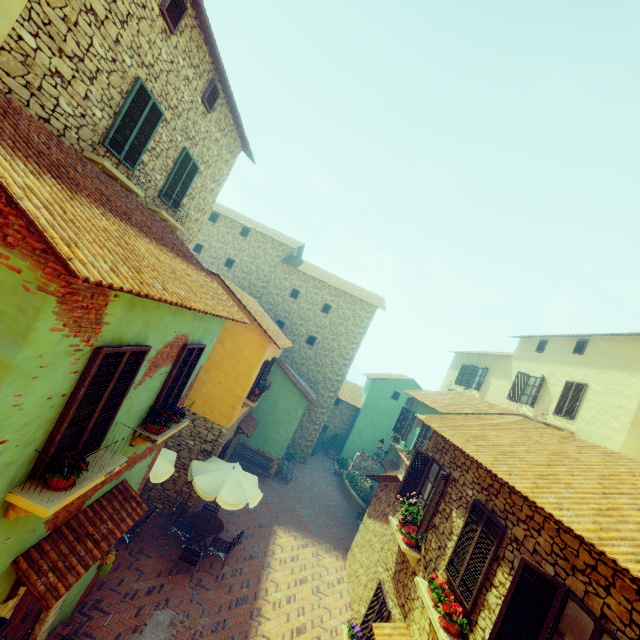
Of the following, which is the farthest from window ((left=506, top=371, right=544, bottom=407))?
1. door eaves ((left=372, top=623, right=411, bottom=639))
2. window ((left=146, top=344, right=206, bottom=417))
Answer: door eaves ((left=372, top=623, right=411, bottom=639))

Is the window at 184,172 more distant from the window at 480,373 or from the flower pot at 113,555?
the window at 480,373

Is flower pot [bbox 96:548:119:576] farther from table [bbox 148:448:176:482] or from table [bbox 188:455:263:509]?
table [bbox 188:455:263:509]

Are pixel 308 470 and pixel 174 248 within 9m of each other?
no

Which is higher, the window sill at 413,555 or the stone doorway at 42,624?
the window sill at 413,555

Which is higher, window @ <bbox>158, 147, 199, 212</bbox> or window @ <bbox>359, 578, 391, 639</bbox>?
window @ <bbox>158, 147, 199, 212</bbox>

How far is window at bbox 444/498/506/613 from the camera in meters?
5.9

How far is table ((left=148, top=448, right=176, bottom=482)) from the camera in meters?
9.3 m
